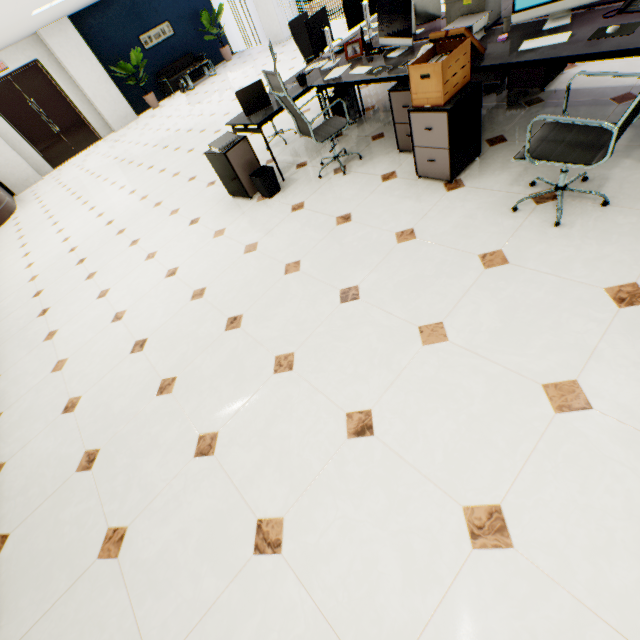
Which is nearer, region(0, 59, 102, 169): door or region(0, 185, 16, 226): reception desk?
Result: region(0, 185, 16, 226): reception desk

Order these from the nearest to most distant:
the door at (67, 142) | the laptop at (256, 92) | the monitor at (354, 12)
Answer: the monitor at (354, 12) < the laptop at (256, 92) < the door at (67, 142)

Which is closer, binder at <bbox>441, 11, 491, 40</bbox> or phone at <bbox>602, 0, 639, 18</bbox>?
phone at <bbox>602, 0, 639, 18</bbox>

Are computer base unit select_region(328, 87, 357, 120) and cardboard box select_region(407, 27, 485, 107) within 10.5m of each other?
yes

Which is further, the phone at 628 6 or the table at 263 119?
the table at 263 119

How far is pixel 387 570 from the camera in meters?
1.4

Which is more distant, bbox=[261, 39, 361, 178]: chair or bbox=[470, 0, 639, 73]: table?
bbox=[261, 39, 361, 178]: chair

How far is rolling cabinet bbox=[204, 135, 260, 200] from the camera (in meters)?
3.87
